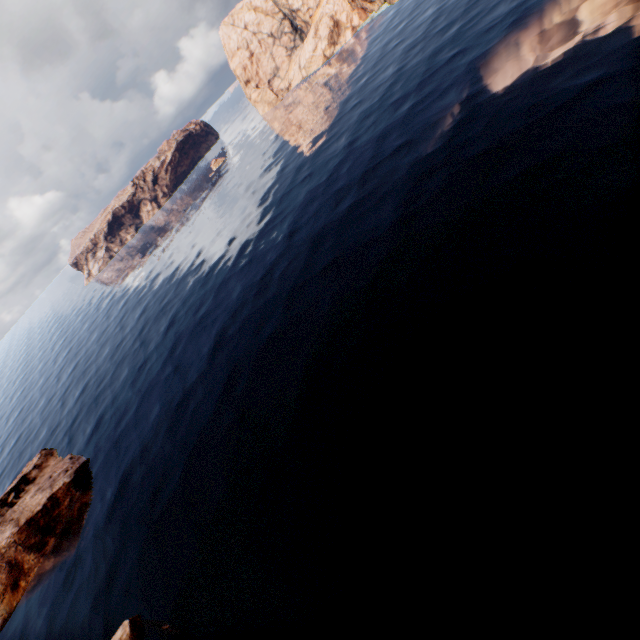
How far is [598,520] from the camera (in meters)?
13.63

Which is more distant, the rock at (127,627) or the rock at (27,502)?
the rock at (27,502)

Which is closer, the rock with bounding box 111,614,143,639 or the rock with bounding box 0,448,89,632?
the rock with bounding box 111,614,143,639
